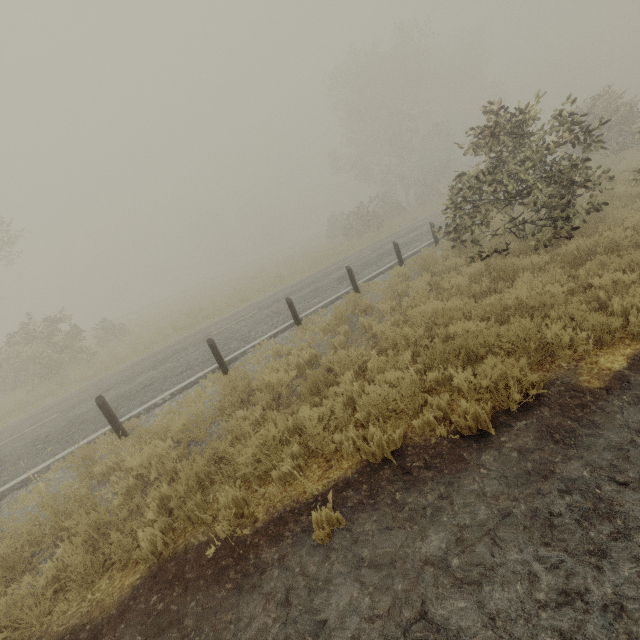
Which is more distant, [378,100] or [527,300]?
[378,100]
